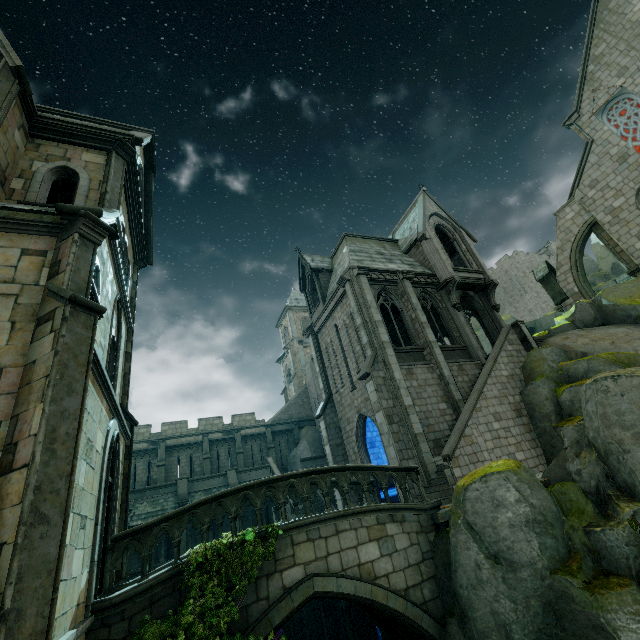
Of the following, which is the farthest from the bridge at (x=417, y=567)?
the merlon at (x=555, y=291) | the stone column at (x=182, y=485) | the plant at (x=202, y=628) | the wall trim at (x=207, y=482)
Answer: the merlon at (x=555, y=291)

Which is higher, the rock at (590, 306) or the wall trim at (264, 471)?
the rock at (590, 306)

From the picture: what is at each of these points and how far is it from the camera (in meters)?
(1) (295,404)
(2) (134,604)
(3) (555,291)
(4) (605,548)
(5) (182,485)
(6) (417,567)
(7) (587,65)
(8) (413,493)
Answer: (1) stair, 33.56
(2) bridge, 6.78
(3) merlon, 23.11
(4) rock, 7.25
(5) stone column, 23.08
(6) bridge, 9.13
(7) building, 21.70
(8) building, 13.30

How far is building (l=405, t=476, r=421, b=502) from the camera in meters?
13.1 m

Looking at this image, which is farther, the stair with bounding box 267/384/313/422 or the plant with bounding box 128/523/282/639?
the stair with bounding box 267/384/313/422

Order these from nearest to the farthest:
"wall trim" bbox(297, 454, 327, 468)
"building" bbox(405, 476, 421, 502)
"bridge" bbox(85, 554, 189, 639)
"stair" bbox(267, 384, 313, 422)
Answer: "bridge" bbox(85, 554, 189, 639) → "building" bbox(405, 476, 421, 502) → "wall trim" bbox(297, 454, 327, 468) → "stair" bbox(267, 384, 313, 422)

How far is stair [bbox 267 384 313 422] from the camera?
32.28m

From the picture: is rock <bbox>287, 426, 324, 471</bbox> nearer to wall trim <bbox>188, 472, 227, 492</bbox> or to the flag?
wall trim <bbox>188, 472, 227, 492</bbox>
